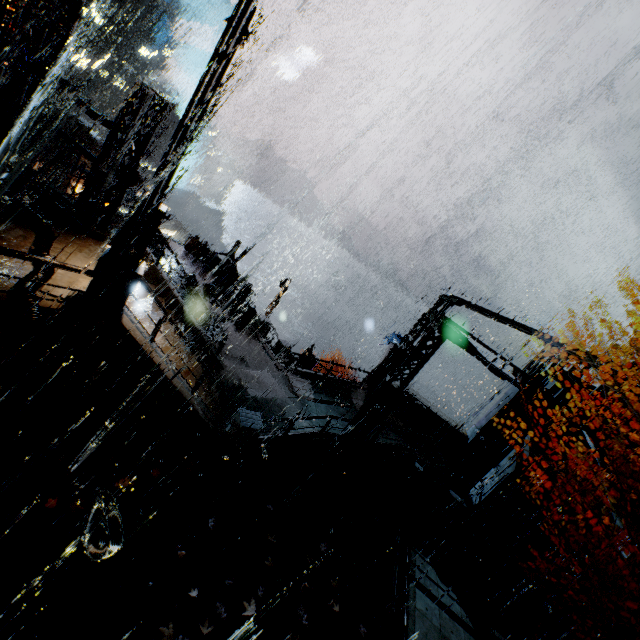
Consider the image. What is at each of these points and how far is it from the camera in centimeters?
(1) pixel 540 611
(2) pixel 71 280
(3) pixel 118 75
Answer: (1) stairs, 1252cm
(2) stairs, 806cm
(3) building, 5372cm

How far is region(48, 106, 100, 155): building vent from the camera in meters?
22.4

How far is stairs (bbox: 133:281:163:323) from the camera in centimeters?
1034cm

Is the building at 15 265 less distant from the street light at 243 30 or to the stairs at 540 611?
the stairs at 540 611

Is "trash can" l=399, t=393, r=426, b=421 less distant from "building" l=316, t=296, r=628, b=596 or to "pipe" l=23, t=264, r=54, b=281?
"building" l=316, t=296, r=628, b=596

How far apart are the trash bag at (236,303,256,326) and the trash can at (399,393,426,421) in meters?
10.4

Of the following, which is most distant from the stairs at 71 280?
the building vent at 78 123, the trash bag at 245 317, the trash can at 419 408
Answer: the building vent at 78 123

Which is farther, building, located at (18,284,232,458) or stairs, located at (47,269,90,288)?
stairs, located at (47,269,90,288)
